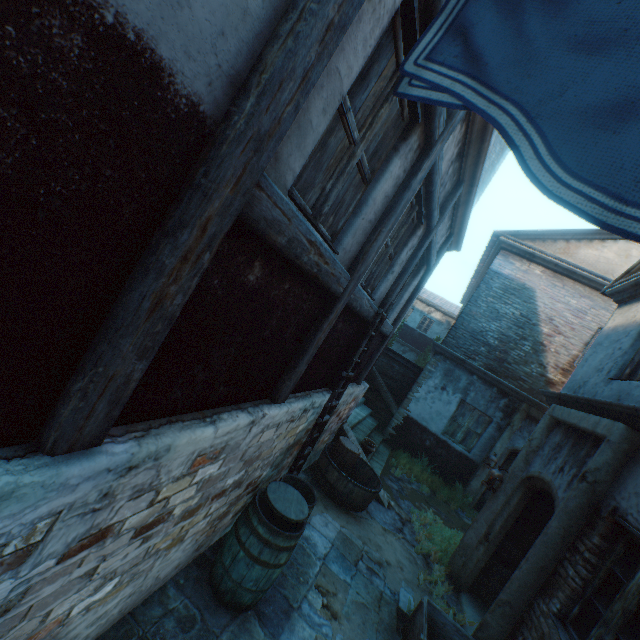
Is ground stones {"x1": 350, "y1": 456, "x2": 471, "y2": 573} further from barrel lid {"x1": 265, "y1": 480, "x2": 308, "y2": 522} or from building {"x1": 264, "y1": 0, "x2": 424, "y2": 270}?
barrel lid {"x1": 265, "y1": 480, "x2": 308, "y2": 522}

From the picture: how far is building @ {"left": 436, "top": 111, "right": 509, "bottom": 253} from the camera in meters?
3.8

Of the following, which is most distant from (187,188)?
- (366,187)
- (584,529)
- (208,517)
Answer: (584,529)

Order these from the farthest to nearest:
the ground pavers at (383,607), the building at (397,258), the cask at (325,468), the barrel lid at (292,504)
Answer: the cask at (325,468)
the building at (397,258)
the barrel lid at (292,504)
the ground pavers at (383,607)

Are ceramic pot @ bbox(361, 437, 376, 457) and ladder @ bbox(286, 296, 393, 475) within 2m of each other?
no

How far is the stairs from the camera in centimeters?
844cm

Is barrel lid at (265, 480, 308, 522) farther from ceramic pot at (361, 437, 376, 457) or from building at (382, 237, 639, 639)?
ceramic pot at (361, 437, 376, 457)

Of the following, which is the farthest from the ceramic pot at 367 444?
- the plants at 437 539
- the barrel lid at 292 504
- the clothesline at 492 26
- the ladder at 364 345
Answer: the clothesline at 492 26
